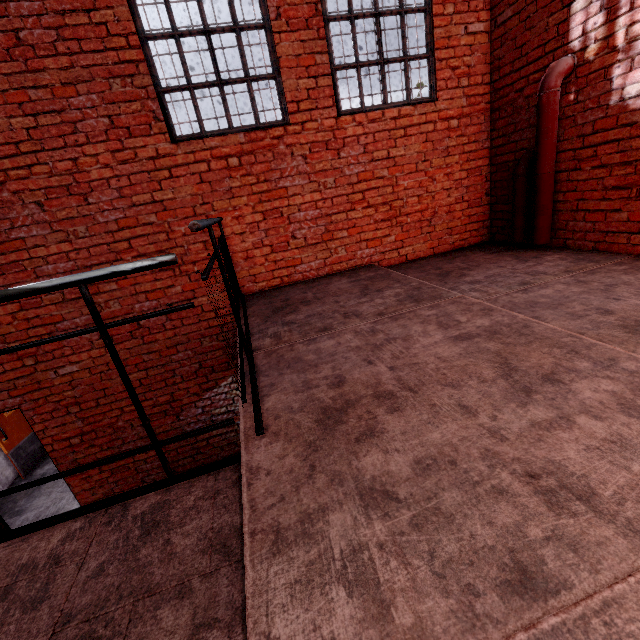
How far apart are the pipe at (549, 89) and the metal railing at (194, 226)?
3.6 meters

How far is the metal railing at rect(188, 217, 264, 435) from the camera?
1.5m

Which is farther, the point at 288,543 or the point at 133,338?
the point at 133,338

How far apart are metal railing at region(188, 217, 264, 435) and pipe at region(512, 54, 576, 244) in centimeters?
355cm

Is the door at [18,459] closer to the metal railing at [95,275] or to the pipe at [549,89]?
the metal railing at [95,275]

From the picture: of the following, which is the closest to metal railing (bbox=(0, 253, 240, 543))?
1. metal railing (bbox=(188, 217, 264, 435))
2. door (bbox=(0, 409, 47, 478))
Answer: metal railing (bbox=(188, 217, 264, 435))

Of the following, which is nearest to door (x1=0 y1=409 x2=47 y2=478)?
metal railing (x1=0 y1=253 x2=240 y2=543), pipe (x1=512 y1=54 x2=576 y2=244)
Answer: metal railing (x1=0 y1=253 x2=240 y2=543)

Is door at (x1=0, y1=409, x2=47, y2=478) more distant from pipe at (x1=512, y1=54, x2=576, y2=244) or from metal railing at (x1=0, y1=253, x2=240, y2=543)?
pipe at (x1=512, y1=54, x2=576, y2=244)
